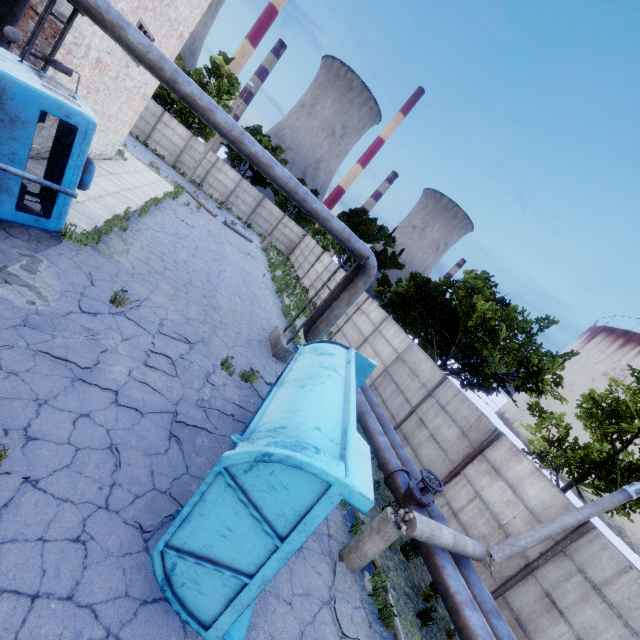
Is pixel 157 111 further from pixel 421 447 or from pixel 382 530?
pixel 382 530

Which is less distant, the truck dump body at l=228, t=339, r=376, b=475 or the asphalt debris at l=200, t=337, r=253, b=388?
the truck dump body at l=228, t=339, r=376, b=475

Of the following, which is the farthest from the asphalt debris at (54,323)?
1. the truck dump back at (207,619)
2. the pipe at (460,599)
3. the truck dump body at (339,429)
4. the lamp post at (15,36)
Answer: the lamp post at (15,36)

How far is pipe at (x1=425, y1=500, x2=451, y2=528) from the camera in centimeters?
809cm

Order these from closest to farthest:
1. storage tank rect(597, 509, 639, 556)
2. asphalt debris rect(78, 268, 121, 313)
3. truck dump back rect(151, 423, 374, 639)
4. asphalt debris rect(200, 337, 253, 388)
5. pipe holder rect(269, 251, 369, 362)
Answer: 1. truck dump back rect(151, 423, 374, 639)
2. asphalt debris rect(78, 268, 121, 313)
3. asphalt debris rect(200, 337, 253, 388)
4. pipe holder rect(269, 251, 369, 362)
5. storage tank rect(597, 509, 639, 556)

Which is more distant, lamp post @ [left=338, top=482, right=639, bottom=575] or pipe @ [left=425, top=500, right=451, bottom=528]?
pipe @ [left=425, top=500, right=451, bottom=528]

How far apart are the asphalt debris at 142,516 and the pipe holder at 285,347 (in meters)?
6.54

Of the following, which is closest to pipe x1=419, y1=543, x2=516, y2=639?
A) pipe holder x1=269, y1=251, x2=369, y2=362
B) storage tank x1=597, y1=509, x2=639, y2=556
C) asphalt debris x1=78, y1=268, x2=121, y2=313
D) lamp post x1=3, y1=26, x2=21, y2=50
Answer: asphalt debris x1=78, y1=268, x2=121, y2=313
